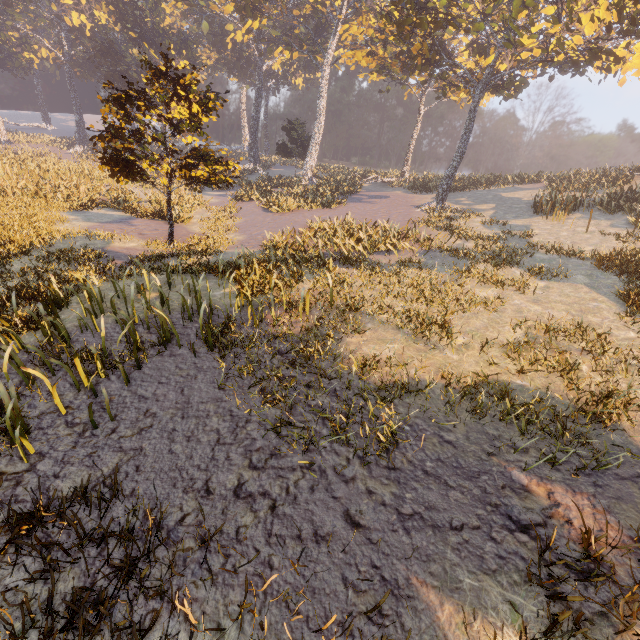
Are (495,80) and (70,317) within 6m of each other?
no
